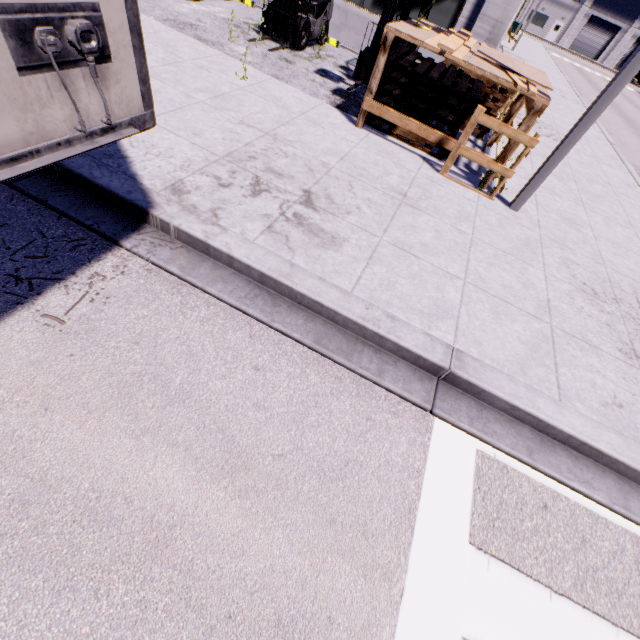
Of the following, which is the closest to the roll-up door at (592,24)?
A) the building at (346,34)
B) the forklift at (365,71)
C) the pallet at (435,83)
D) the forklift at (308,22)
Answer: the building at (346,34)

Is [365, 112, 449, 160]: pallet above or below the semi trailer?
below

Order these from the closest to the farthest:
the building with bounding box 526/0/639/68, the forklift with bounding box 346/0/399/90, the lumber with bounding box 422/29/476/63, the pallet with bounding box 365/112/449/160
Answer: the lumber with bounding box 422/29/476/63, the pallet with bounding box 365/112/449/160, the forklift with bounding box 346/0/399/90, the building with bounding box 526/0/639/68

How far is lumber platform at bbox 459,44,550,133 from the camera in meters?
5.2 m

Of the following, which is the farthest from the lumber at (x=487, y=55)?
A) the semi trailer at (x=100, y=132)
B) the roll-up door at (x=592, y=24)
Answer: A: the roll-up door at (x=592, y=24)

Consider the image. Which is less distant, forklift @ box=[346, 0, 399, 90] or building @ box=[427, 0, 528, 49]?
forklift @ box=[346, 0, 399, 90]

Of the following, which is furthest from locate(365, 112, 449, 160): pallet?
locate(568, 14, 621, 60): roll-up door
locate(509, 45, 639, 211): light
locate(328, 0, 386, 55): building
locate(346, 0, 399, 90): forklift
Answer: locate(568, 14, 621, 60): roll-up door

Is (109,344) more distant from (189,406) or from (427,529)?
(427,529)
